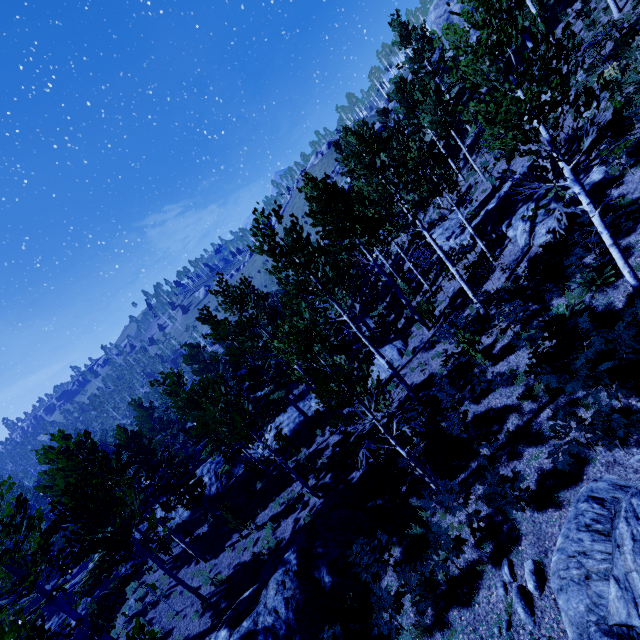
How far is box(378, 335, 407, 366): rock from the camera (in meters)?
17.97

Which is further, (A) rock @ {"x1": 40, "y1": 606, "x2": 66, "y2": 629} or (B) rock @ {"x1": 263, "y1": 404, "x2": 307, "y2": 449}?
(B) rock @ {"x1": 263, "y1": 404, "x2": 307, "y2": 449}

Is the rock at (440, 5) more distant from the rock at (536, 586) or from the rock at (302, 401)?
the rock at (536, 586)

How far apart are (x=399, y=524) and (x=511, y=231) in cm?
1261

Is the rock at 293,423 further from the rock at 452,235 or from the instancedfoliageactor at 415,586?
the rock at 452,235

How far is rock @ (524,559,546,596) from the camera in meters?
6.1

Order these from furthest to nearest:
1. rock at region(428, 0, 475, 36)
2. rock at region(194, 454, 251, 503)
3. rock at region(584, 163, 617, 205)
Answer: rock at region(428, 0, 475, 36)
rock at region(194, 454, 251, 503)
rock at region(584, 163, 617, 205)

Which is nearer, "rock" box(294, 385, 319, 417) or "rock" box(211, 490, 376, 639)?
"rock" box(211, 490, 376, 639)
